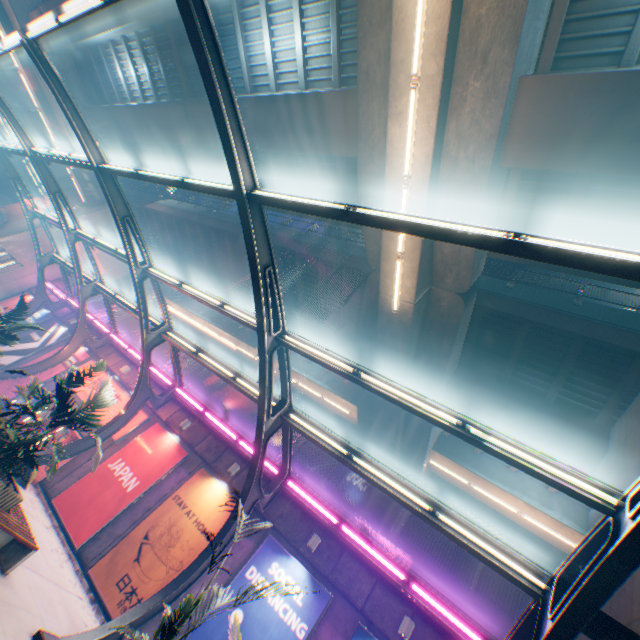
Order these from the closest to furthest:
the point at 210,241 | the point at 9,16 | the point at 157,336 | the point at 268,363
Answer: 1. the point at 268,363
2. the point at 157,336
3. the point at 9,16
4. the point at 210,241

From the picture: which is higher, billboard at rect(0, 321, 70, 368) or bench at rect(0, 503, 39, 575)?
billboard at rect(0, 321, 70, 368)

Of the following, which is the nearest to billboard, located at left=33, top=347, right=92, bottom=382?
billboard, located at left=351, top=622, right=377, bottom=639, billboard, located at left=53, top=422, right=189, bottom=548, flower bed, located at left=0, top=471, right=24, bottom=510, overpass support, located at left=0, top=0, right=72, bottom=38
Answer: billboard, located at left=53, top=422, right=189, bottom=548

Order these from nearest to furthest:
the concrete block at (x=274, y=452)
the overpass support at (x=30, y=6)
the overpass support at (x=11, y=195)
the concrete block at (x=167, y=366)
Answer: the concrete block at (x=274, y=452) → the concrete block at (x=167, y=366) → the overpass support at (x=30, y=6) → the overpass support at (x=11, y=195)

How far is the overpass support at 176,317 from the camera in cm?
2812

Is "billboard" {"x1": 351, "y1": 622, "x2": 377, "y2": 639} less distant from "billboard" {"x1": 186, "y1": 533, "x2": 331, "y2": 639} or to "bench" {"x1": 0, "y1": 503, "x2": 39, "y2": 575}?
"billboard" {"x1": 186, "y1": 533, "x2": 331, "y2": 639}

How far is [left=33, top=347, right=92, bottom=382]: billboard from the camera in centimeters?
1775cm

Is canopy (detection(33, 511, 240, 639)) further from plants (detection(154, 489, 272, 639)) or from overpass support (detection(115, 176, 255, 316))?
overpass support (detection(115, 176, 255, 316))
